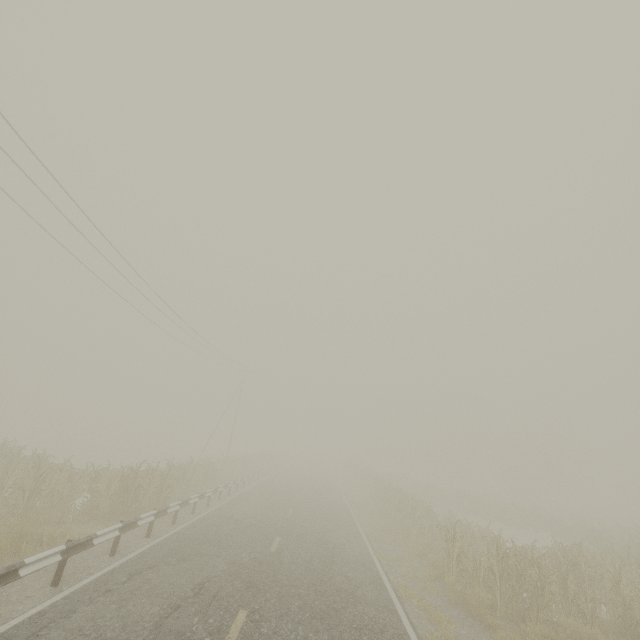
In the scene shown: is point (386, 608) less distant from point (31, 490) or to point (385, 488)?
point (31, 490)

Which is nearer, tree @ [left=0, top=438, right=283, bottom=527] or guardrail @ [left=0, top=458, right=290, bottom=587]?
guardrail @ [left=0, top=458, right=290, bottom=587]

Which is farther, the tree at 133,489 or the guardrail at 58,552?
the tree at 133,489
